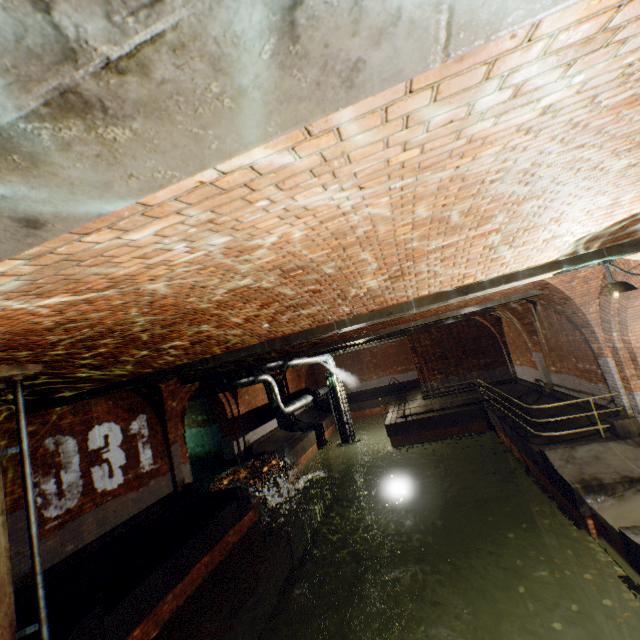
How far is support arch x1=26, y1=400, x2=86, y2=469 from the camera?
7.37m

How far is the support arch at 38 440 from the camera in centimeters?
737cm

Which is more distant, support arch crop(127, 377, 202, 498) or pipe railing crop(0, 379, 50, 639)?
support arch crop(127, 377, 202, 498)

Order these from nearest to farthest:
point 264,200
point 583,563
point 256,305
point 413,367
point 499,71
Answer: point 499,71 < point 264,200 < point 256,305 < point 583,563 < point 413,367

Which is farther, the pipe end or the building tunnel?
the building tunnel

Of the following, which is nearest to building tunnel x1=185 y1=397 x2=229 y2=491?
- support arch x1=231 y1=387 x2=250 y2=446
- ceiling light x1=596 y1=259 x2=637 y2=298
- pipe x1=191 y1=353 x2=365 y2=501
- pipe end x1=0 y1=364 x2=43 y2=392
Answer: pipe x1=191 y1=353 x2=365 y2=501

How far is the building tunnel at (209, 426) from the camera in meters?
15.4

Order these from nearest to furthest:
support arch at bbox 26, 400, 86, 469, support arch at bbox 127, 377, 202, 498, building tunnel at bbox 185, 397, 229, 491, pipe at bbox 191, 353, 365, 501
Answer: support arch at bbox 26, 400, 86, 469 < support arch at bbox 127, 377, 202, 498 < pipe at bbox 191, 353, 365, 501 < building tunnel at bbox 185, 397, 229, 491
